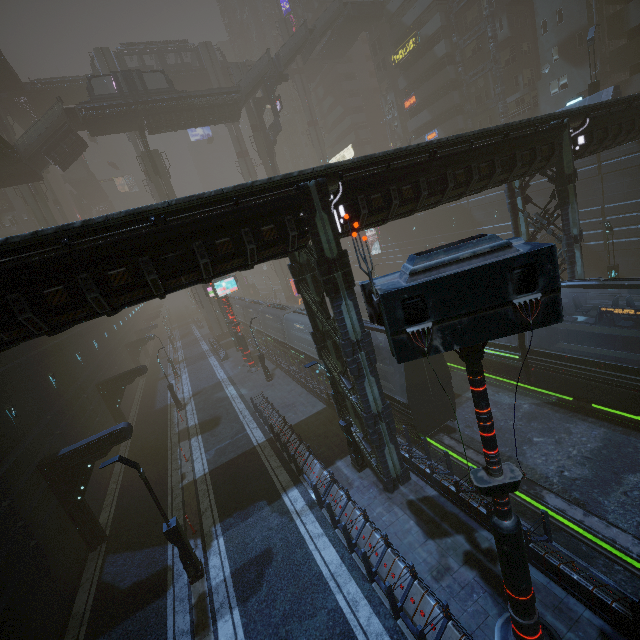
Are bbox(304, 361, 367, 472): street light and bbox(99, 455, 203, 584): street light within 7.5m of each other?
yes

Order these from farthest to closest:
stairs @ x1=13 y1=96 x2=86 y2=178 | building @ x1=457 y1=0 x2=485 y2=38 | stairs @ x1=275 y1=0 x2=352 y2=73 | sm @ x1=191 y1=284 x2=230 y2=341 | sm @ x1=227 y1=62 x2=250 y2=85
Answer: sm @ x1=191 y1=284 x2=230 y2=341 < sm @ x1=227 y1=62 x2=250 y2=85 < stairs @ x1=275 y1=0 x2=352 y2=73 < building @ x1=457 y1=0 x2=485 y2=38 < stairs @ x1=13 y1=96 x2=86 y2=178

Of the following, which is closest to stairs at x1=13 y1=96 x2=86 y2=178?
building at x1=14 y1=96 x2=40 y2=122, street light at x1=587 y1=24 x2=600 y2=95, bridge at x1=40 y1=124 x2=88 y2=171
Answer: bridge at x1=40 y1=124 x2=88 y2=171

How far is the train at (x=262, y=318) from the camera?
26.1m

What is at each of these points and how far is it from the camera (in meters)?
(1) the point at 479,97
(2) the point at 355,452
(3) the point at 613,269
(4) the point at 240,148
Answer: (1) building, 42.34
(2) street light, 14.21
(3) street light, 22.12
(4) sm, 56.44

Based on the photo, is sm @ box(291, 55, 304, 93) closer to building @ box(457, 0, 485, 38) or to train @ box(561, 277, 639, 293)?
building @ box(457, 0, 485, 38)

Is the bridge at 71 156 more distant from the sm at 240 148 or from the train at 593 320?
the train at 593 320

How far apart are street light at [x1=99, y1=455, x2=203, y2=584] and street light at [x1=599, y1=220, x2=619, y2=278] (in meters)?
29.00
